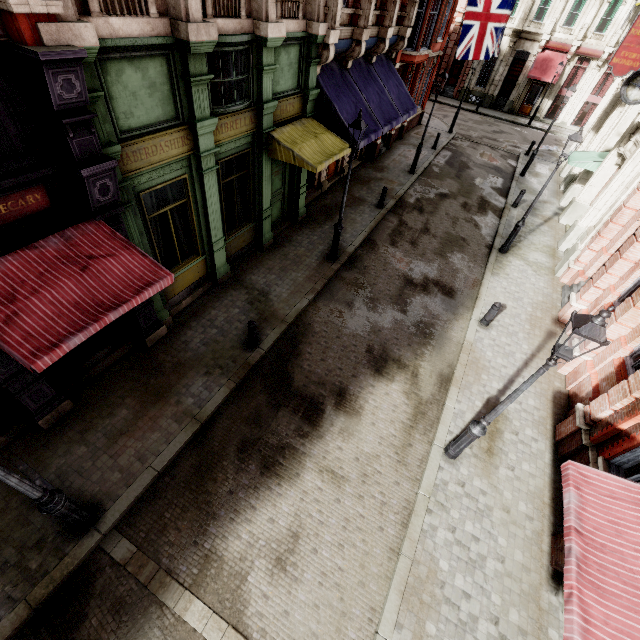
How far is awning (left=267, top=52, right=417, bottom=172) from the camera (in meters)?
9.69

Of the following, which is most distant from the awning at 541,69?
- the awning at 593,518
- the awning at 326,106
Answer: the awning at 593,518

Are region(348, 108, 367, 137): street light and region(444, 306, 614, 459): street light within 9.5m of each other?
yes

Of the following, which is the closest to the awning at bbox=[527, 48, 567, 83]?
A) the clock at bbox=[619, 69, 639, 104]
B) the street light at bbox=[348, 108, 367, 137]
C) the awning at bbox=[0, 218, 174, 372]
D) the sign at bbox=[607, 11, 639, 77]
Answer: the sign at bbox=[607, 11, 639, 77]

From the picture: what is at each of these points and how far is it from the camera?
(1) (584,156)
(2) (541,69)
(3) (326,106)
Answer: (1) awning, 15.75m
(2) awning, 28.77m
(3) awning, 10.98m

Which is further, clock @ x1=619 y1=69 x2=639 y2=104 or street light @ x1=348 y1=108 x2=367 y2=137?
clock @ x1=619 y1=69 x2=639 y2=104

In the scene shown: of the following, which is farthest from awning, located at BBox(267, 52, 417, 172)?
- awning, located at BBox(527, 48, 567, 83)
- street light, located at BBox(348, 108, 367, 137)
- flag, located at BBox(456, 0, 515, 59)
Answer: awning, located at BBox(527, 48, 567, 83)

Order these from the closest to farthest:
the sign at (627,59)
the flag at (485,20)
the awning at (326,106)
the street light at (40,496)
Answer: the street light at (40,496) < the awning at (326,106) < the sign at (627,59) < the flag at (485,20)
